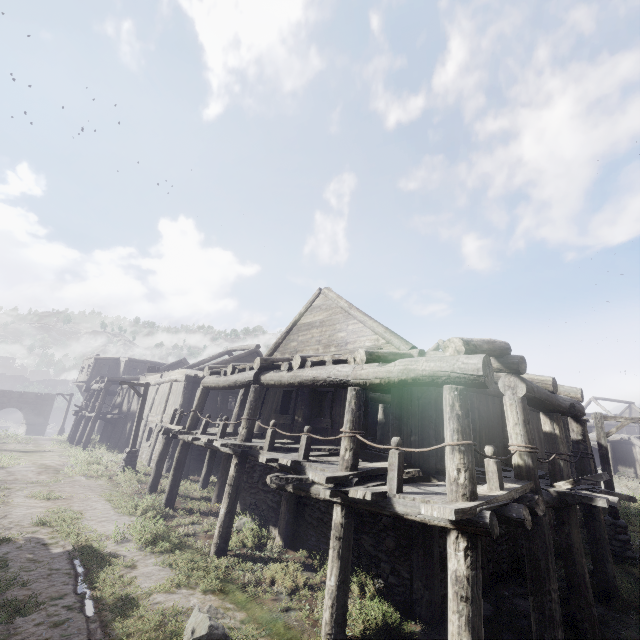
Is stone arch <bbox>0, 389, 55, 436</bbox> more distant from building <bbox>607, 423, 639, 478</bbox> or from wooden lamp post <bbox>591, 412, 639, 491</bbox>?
wooden lamp post <bbox>591, 412, 639, 491</bbox>

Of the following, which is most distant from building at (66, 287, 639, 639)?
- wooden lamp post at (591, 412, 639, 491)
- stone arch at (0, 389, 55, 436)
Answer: wooden lamp post at (591, 412, 639, 491)

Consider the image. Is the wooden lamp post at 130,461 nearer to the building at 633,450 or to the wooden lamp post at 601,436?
the building at 633,450

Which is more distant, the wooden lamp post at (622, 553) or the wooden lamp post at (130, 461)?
the wooden lamp post at (130, 461)

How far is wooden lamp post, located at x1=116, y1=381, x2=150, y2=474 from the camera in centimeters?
1675cm

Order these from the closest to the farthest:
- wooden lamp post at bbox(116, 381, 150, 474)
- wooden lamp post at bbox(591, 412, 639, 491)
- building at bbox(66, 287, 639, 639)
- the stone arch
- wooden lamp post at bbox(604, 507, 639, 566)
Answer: building at bbox(66, 287, 639, 639)
wooden lamp post at bbox(604, 507, 639, 566)
wooden lamp post at bbox(591, 412, 639, 491)
wooden lamp post at bbox(116, 381, 150, 474)
the stone arch

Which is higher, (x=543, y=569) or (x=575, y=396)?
(x=575, y=396)

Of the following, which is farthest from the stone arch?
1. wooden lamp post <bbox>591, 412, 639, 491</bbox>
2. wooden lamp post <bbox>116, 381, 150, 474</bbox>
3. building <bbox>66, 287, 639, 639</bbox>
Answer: wooden lamp post <bbox>591, 412, 639, 491</bbox>
